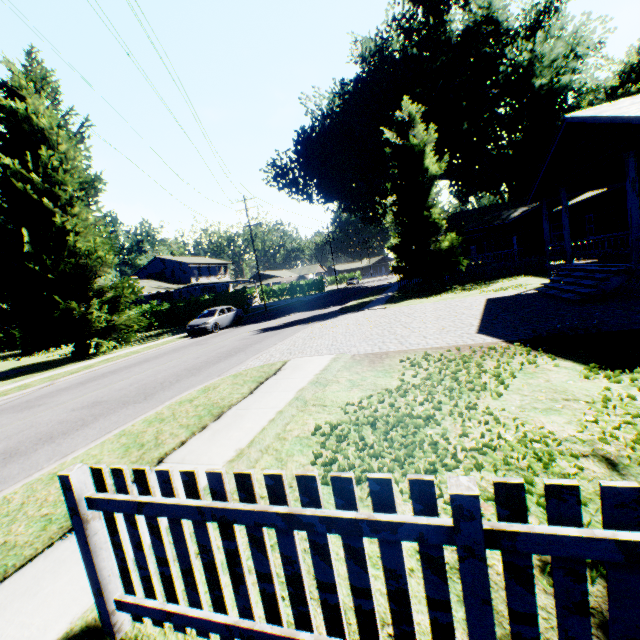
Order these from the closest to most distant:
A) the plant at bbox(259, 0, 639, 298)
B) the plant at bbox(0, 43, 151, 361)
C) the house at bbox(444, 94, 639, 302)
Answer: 1. the house at bbox(444, 94, 639, 302)
2. the plant at bbox(0, 43, 151, 361)
3. the plant at bbox(259, 0, 639, 298)

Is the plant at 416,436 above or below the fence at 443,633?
below

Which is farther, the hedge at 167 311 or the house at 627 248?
the hedge at 167 311

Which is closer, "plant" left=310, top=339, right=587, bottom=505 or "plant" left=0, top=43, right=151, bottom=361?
"plant" left=310, top=339, right=587, bottom=505

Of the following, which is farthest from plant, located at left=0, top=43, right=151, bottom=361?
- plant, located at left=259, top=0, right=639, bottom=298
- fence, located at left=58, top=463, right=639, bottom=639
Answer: fence, located at left=58, top=463, right=639, bottom=639

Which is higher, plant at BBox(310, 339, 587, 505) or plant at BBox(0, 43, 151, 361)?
plant at BBox(0, 43, 151, 361)

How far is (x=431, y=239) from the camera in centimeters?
2478cm

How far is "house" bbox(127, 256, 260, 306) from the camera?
42.56m
